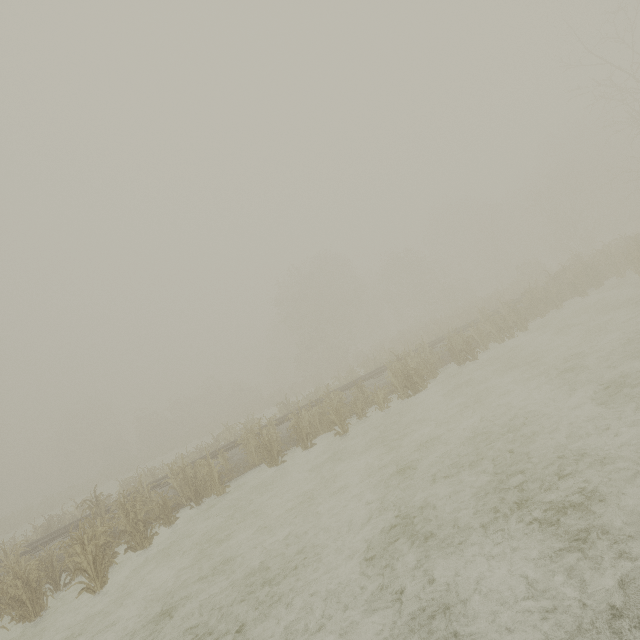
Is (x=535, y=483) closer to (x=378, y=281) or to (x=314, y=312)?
(x=314, y=312)
